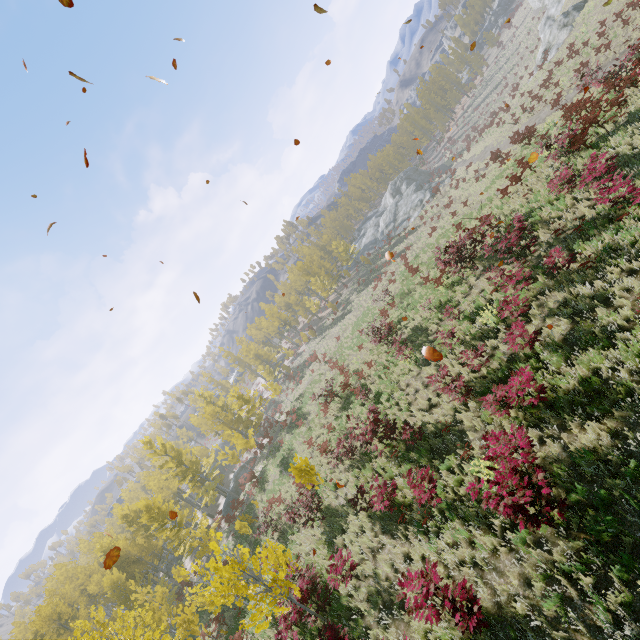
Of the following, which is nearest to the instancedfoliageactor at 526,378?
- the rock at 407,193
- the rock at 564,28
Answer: the rock at 407,193

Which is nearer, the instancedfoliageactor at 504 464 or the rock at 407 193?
the instancedfoliageactor at 504 464

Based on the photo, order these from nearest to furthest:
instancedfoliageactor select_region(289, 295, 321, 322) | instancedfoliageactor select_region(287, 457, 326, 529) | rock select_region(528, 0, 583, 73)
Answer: instancedfoliageactor select_region(287, 457, 326, 529) < rock select_region(528, 0, 583, 73) < instancedfoliageactor select_region(289, 295, 321, 322)

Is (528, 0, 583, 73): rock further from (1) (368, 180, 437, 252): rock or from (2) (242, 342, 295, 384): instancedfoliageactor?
(2) (242, 342, 295, 384): instancedfoliageactor

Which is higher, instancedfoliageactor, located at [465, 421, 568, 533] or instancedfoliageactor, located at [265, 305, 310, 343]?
instancedfoliageactor, located at [265, 305, 310, 343]

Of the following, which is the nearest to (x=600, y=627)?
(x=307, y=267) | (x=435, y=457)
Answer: (x=435, y=457)
